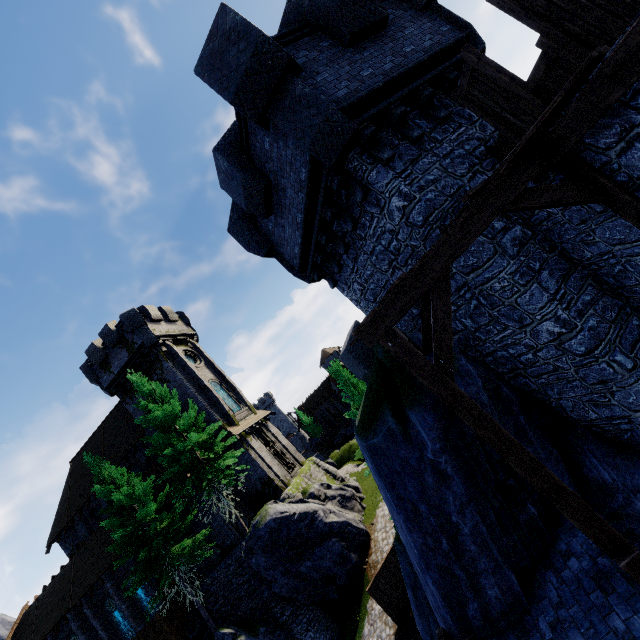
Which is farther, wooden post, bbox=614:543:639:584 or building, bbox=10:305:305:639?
building, bbox=10:305:305:639

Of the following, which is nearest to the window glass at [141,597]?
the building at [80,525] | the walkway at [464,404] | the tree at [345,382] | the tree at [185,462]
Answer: the building at [80,525]

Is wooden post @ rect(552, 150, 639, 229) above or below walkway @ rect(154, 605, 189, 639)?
above

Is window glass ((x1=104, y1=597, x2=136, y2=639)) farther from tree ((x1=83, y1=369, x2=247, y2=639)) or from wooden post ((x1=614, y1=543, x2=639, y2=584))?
wooden post ((x1=614, y1=543, x2=639, y2=584))

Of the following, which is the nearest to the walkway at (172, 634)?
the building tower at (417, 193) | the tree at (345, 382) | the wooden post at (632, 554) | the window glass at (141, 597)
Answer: the window glass at (141, 597)

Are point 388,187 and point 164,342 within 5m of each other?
no

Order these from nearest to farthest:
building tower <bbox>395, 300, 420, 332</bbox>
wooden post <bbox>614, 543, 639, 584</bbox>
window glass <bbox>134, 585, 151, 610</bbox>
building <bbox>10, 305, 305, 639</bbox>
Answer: wooden post <bbox>614, 543, 639, 584</bbox>, building tower <bbox>395, 300, 420, 332</bbox>, window glass <bbox>134, 585, 151, 610</bbox>, building <bbox>10, 305, 305, 639</bbox>

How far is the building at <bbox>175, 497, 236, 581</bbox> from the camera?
22.42m
